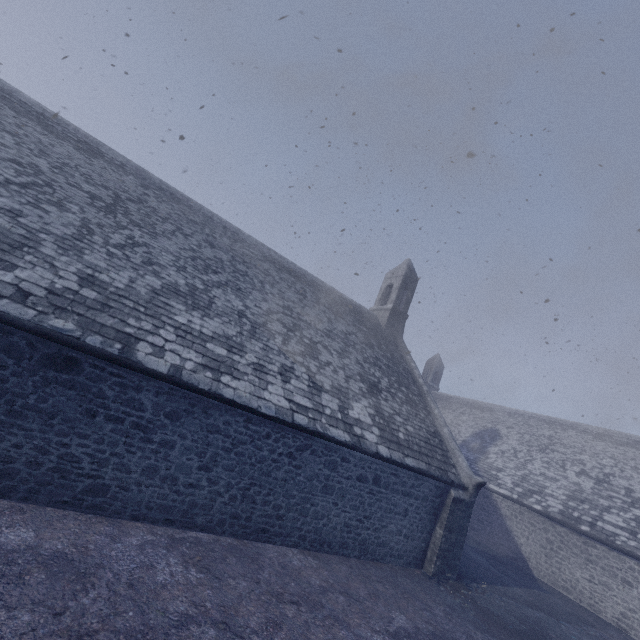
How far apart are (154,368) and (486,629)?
10.37m
